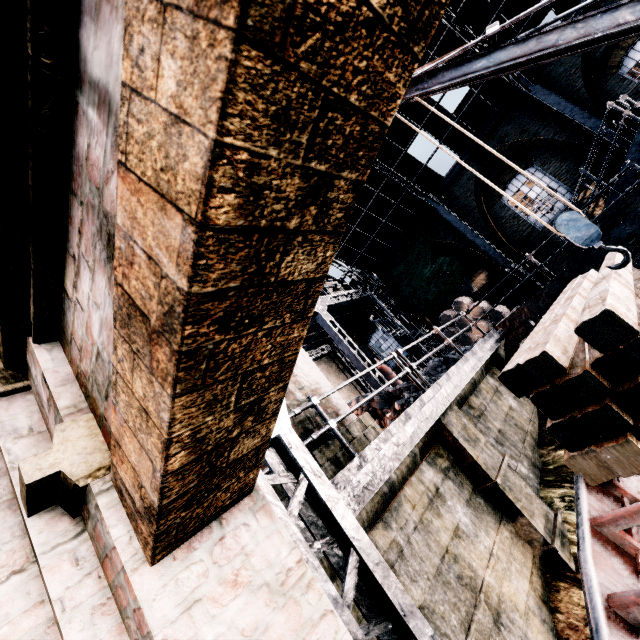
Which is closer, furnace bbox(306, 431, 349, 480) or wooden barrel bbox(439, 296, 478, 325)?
furnace bbox(306, 431, 349, 480)

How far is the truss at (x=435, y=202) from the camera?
16.0m

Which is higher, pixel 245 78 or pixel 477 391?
pixel 245 78

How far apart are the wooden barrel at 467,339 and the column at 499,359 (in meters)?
4.37

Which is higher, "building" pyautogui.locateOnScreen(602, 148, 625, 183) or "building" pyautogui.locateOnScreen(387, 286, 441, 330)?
"building" pyautogui.locateOnScreen(387, 286, 441, 330)

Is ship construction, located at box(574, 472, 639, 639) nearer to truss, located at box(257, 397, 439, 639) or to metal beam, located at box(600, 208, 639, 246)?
truss, located at box(257, 397, 439, 639)

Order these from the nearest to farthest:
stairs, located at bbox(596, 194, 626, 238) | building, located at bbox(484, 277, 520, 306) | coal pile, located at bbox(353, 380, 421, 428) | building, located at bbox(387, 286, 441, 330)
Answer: coal pile, located at bbox(353, 380, 421, 428) → stairs, located at bbox(596, 194, 626, 238) → building, located at bbox(484, 277, 520, 306) → building, located at bbox(387, 286, 441, 330)

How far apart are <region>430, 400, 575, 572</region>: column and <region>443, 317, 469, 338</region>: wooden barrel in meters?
9.8
